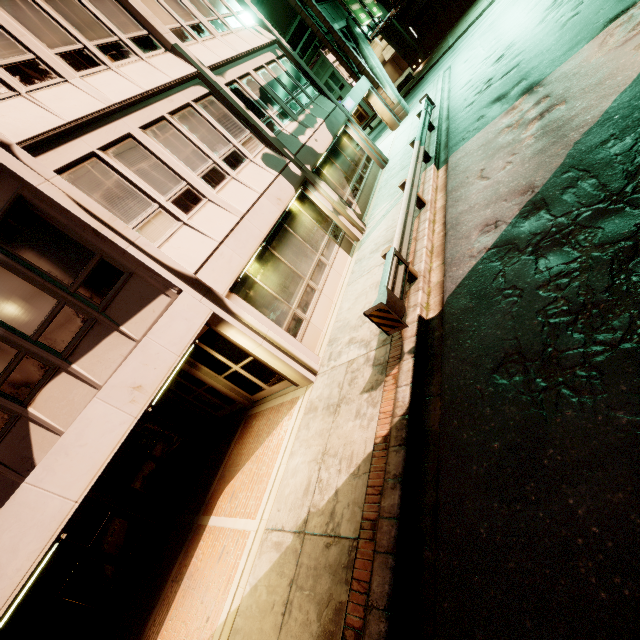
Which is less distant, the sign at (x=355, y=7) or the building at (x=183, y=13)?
the building at (x=183, y=13)

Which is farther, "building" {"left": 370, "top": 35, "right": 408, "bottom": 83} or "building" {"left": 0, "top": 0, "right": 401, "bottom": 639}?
"building" {"left": 370, "top": 35, "right": 408, "bottom": 83}

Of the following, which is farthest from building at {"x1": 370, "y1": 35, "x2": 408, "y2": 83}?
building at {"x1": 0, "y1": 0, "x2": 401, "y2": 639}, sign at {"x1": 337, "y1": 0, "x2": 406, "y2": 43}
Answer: building at {"x1": 0, "y1": 0, "x2": 401, "y2": 639}

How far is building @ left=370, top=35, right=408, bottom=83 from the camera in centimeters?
4412cm

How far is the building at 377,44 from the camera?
44.1m

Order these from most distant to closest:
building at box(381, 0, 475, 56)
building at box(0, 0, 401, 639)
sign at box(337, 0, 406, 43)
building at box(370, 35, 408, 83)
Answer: building at box(370, 35, 408, 83) → building at box(381, 0, 475, 56) → sign at box(337, 0, 406, 43) → building at box(0, 0, 401, 639)

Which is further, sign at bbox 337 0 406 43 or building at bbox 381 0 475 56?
building at bbox 381 0 475 56

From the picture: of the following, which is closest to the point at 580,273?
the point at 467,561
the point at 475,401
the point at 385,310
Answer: the point at 475,401
